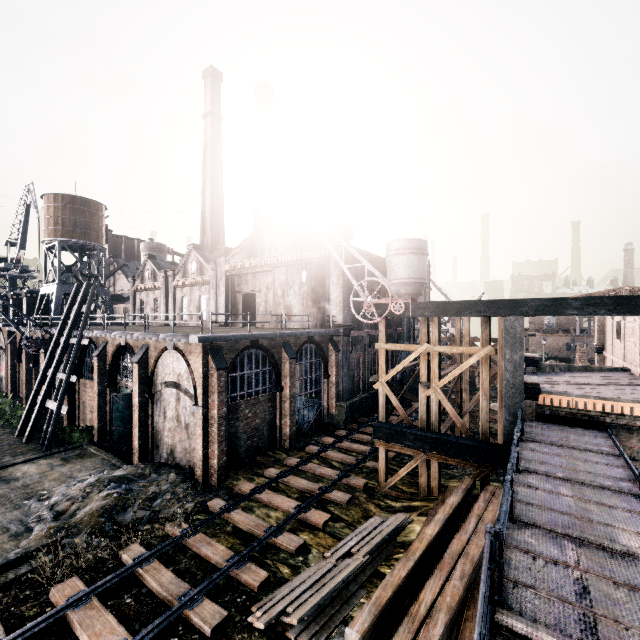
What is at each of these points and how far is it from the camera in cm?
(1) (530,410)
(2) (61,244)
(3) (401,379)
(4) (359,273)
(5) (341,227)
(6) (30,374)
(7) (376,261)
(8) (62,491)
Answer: (1) building, 1529
(2) water tower, 4088
(3) silo, 3150
(4) building, 3053
(5) building, 2755
(6) building, 3409
(7) building, 3325
(8) stone debris, 1653

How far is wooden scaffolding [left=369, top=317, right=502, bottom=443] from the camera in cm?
1419

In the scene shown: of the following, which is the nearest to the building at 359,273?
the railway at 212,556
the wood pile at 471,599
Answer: the railway at 212,556

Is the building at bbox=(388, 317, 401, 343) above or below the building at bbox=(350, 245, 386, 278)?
below

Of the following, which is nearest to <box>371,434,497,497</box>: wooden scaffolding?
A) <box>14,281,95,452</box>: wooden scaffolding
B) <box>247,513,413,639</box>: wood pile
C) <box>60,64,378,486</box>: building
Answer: <box>247,513,413,639</box>: wood pile

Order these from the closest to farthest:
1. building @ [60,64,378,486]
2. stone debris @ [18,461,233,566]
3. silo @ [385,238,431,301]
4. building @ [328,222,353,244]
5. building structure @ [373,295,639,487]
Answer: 1. building structure @ [373,295,639,487]
2. stone debris @ [18,461,233,566]
3. building @ [60,64,378,486]
4. building @ [328,222,353,244]
5. silo @ [385,238,431,301]

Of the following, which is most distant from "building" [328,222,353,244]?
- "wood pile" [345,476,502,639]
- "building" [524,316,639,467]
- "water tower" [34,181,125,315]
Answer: "building" [524,316,639,467]

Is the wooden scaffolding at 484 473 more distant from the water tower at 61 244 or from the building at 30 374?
the water tower at 61 244
